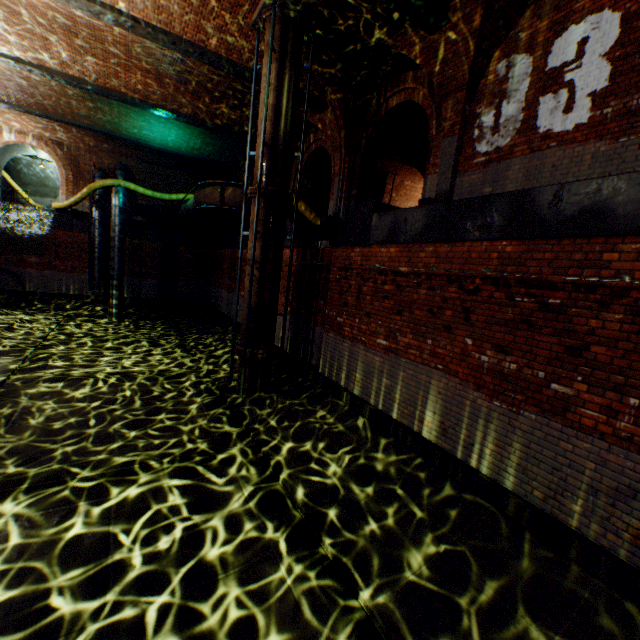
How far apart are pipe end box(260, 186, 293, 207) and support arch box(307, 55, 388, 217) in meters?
3.4 m

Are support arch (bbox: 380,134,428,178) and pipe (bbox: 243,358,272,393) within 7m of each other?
no

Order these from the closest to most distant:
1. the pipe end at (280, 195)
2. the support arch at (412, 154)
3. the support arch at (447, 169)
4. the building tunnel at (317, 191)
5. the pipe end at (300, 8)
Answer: the support arch at (447, 169)
the pipe end at (300, 8)
the pipe end at (280, 195)
the support arch at (412, 154)
the building tunnel at (317, 191)

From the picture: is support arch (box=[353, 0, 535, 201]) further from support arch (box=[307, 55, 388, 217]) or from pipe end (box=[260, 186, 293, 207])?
pipe end (box=[260, 186, 293, 207])

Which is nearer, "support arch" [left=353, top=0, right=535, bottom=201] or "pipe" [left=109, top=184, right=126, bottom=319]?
"support arch" [left=353, top=0, right=535, bottom=201]

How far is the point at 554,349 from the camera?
4.2m

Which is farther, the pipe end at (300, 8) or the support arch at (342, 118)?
the support arch at (342, 118)

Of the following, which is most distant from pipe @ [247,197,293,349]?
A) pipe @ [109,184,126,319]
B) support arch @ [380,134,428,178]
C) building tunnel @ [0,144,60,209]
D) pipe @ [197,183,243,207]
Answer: building tunnel @ [0,144,60,209]
